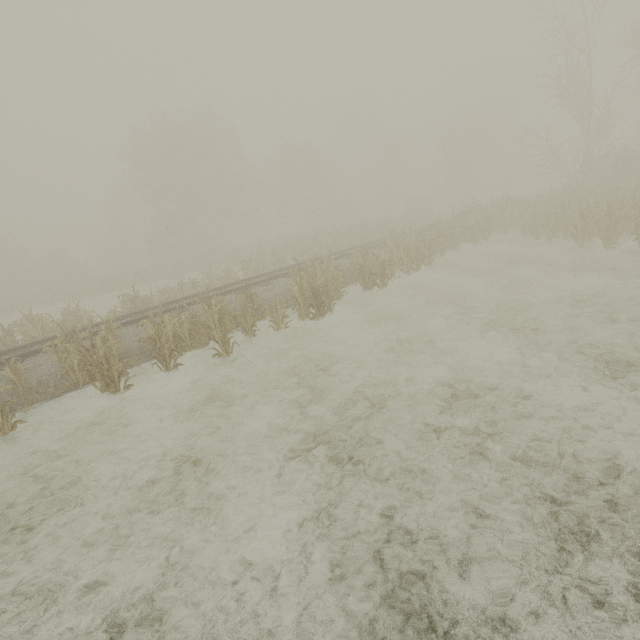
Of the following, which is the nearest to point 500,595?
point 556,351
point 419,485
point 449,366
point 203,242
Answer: point 419,485
